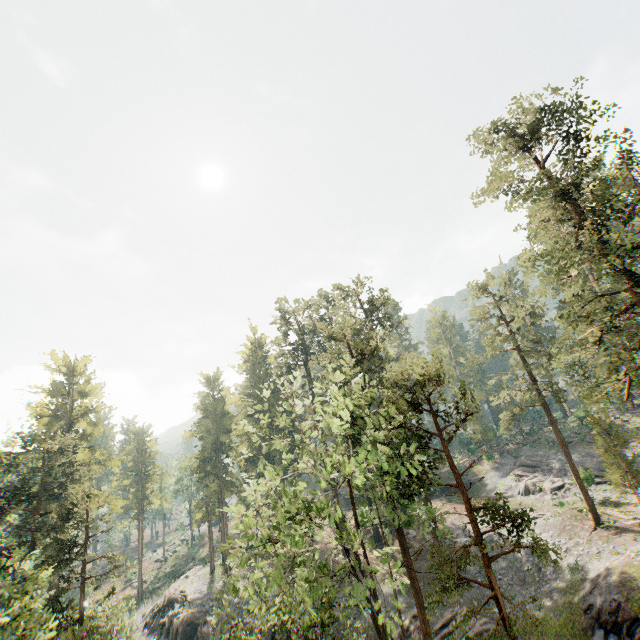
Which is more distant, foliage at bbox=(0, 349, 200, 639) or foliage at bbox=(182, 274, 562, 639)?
foliage at bbox=(0, 349, 200, 639)

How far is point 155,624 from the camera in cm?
3706

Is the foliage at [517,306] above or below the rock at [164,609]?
above

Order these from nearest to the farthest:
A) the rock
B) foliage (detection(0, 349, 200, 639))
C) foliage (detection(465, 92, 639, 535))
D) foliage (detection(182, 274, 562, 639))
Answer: foliage (detection(182, 274, 562, 639)) → foliage (detection(0, 349, 200, 639)) → foliage (detection(465, 92, 639, 535)) → the rock

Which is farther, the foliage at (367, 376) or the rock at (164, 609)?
the rock at (164, 609)

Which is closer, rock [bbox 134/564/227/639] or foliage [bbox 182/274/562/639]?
foliage [bbox 182/274/562/639]
